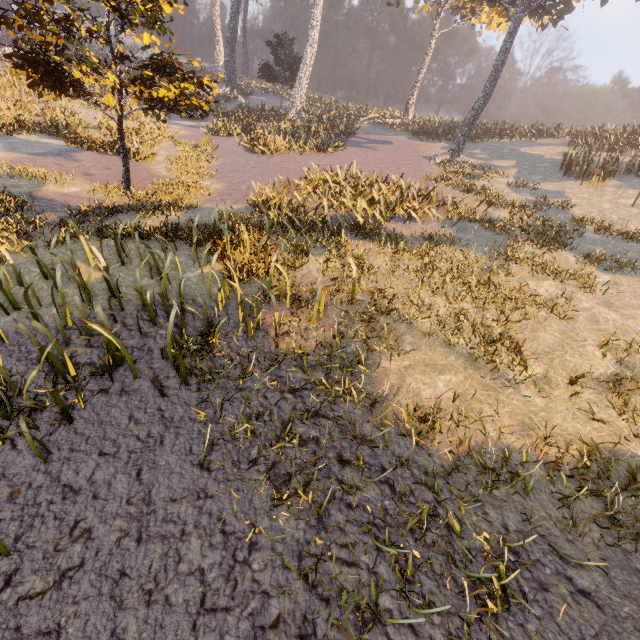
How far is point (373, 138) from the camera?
26.2m
